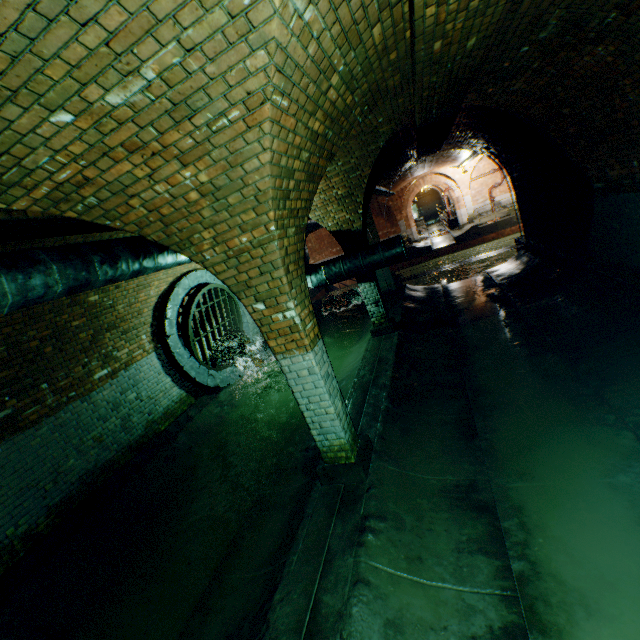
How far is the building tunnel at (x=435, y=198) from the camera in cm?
2786

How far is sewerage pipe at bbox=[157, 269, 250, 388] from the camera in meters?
7.8

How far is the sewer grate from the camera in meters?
8.2

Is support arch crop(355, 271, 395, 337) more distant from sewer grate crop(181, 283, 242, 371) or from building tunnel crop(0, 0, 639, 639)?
sewer grate crop(181, 283, 242, 371)

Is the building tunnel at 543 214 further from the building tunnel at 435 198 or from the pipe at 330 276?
the building tunnel at 435 198

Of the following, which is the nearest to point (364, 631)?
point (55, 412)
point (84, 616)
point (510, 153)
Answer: point (84, 616)

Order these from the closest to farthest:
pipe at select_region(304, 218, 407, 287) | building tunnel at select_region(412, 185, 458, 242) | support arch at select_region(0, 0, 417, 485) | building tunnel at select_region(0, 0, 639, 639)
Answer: support arch at select_region(0, 0, 417, 485)
building tunnel at select_region(0, 0, 639, 639)
pipe at select_region(304, 218, 407, 287)
building tunnel at select_region(412, 185, 458, 242)

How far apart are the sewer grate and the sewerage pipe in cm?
1
